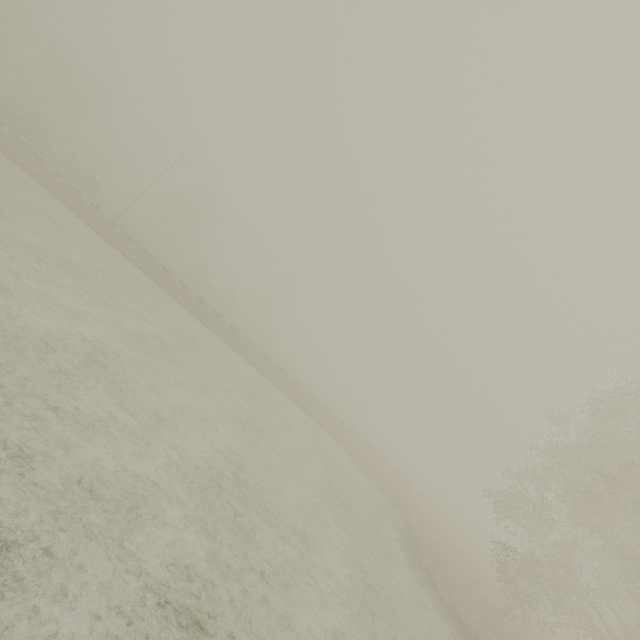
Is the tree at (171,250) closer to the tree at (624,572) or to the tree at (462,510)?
the tree at (624,572)

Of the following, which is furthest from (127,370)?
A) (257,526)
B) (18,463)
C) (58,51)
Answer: (58,51)

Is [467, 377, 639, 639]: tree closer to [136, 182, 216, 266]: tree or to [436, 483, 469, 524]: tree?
[436, 483, 469, 524]: tree

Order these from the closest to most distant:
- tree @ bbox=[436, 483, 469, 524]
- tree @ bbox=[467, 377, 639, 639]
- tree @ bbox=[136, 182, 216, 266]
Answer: tree @ bbox=[467, 377, 639, 639], tree @ bbox=[436, 483, 469, 524], tree @ bbox=[136, 182, 216, 266]

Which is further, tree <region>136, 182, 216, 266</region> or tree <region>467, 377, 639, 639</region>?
tree <region>136, 182, 216, 266</region>

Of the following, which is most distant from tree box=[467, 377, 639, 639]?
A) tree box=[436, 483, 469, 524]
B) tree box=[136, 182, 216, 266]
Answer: tree box=[136, 182, 216, 266]

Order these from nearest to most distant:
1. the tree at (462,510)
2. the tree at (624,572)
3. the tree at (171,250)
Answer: the tree at (624,572) → the tree at (462,510) → the tree at (171,250)

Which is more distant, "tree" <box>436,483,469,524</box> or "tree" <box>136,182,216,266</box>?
"tree" <box>136,182,216,266</box>
